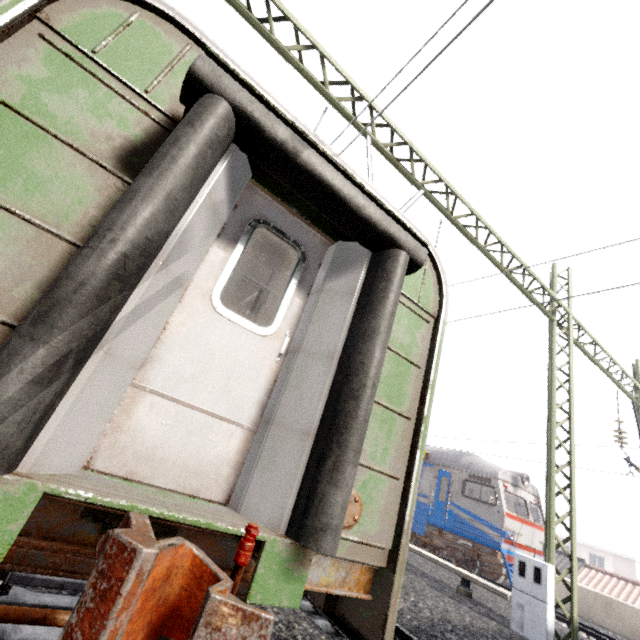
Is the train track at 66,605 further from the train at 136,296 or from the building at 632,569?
the building at 632,569

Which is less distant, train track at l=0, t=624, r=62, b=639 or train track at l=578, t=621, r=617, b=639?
train track at l=0, t=624, r=62, b=639

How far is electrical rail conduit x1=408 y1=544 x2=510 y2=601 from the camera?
7.9m

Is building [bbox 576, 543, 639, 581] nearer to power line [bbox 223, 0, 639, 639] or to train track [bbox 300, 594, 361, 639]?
power line [bbox 223, 0, 639, 639]

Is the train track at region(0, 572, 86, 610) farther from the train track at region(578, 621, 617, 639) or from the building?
the building

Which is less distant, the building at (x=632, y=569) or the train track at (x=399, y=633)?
the train track at (x=399, y=633)

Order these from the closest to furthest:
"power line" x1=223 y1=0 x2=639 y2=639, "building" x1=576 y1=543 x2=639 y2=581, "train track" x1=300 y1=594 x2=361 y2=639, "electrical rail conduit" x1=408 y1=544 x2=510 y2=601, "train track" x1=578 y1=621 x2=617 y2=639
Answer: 1. "train track" x1=300 y1=594 x2=361 y2=639
2. "power line" x1=223 y1=0 x2=639 y2=639
3. "electrical rail conduit" x1=408 y1=544 x2=510 y2=601
4. "train track" x1=578 y1=621 x2=617 y2=639
5. "building" x1=576 y1=543 x2=639 y2=581

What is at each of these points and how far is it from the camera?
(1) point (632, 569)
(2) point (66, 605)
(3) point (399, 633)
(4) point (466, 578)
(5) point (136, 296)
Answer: (1) building, 35.3m
(2) train track, 3.0m
(3) train track, 4.8m
(4) electrical rail conduit, 8.5m
(5) train, 1.7m
